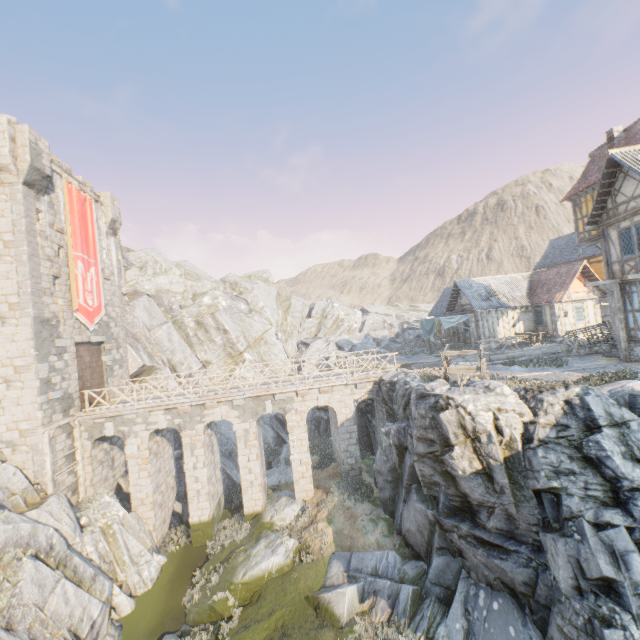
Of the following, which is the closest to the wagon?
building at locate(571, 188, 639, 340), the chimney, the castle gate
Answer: building at locate(571, 188, 639, 340)

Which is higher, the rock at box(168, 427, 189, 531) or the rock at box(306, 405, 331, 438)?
the rock at box(306, 405, 331, 438)

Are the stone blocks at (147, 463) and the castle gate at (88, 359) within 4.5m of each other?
yes

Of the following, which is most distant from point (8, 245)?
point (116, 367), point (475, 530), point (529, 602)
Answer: point (529, 602)

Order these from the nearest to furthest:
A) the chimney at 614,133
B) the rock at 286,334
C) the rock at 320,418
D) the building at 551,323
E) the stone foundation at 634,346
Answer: the stone foundation at 634,346 < the chimney at 614,133 < the building at 551,323 < the rock at 286,334 < the rock at 320,418

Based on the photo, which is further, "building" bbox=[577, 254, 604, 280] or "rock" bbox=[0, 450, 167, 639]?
"building" bbox=[577, 254, 604, 280]

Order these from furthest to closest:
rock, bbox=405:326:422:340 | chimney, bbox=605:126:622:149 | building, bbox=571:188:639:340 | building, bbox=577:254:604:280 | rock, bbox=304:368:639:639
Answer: rock, bbox=405:326:422:340, building, bbox=577:254:604:280, chimney, bbox=605:126:622:149, building, bbox=571:188:639:340, rock, bbox=304:368:639:639

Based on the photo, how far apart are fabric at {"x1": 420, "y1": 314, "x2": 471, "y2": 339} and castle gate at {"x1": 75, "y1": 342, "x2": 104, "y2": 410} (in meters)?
25.32
